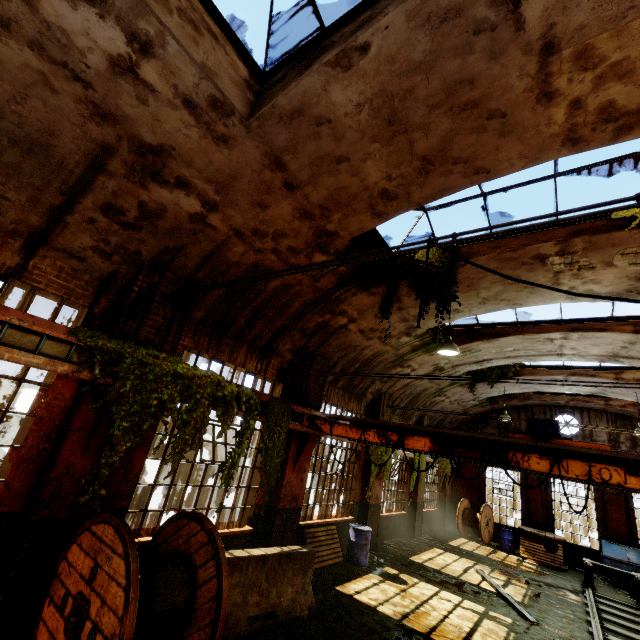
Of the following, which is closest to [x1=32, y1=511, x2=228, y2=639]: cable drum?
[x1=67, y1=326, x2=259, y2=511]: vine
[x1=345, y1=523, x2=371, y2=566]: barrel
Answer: [x1=67, y1=326, x2=259, y2=511]: vine

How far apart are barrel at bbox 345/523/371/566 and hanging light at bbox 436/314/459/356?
6.12m

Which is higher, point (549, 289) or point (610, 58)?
point (610, 58)

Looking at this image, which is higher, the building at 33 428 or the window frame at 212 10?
the window frame at 212 10

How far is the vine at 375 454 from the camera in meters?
10.7

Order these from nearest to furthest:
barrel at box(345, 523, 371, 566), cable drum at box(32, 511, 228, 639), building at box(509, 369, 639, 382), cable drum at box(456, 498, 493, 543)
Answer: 1. cable drum at box(32, 511, 228, 639)
2. barrel at box(345, 523, 371, 566)
3. building at box(509, 369, 639, 382)
4. cable drum at box(456, 498, 493, 543)

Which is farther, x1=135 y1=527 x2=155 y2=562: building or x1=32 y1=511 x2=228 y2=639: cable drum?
x1=135 y1=527 x2=155 y2=562: building

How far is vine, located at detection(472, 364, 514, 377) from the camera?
14.6m
